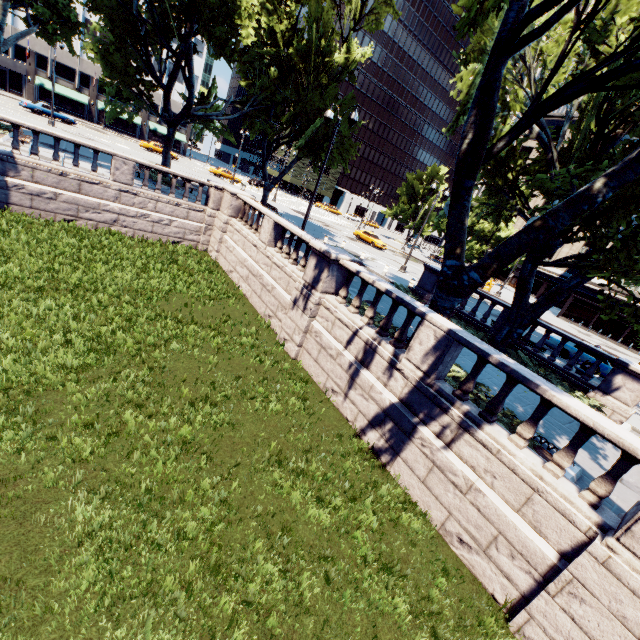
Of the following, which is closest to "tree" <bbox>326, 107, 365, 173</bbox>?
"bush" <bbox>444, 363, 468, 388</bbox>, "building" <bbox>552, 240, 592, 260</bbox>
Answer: "bush" <bbox>444, 363, 468, 388</bbox>

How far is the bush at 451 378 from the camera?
9.1 meters

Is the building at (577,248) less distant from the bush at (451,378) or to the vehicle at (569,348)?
the vehicle at (569,348)

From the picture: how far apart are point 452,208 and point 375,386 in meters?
5.6 m

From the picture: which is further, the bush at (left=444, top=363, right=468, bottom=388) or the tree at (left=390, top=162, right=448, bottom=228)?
the tree at (left=390, top=162, right=448, bottom=228)

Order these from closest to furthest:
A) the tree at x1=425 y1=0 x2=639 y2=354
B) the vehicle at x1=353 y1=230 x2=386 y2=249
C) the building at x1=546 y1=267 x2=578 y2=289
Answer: the tree at x1=425 y1=0 x2=639 y2=354, the vehicle at x1=353 y1=230 x2=386 y2=249, the building at x1=546 y1=267 x2=578 y2=289

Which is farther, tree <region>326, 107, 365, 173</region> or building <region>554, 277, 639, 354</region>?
building <region>554, 277, 639, 354</region>

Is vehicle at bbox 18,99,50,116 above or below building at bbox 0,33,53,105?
below
